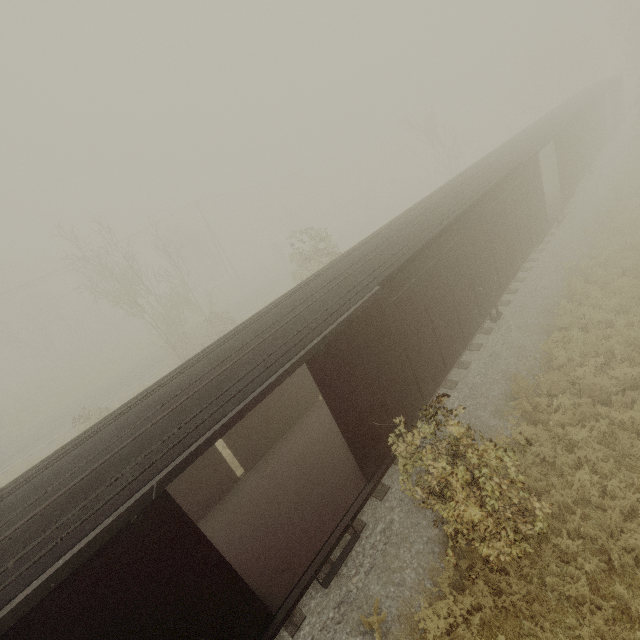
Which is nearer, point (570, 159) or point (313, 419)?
point (313, 419)
